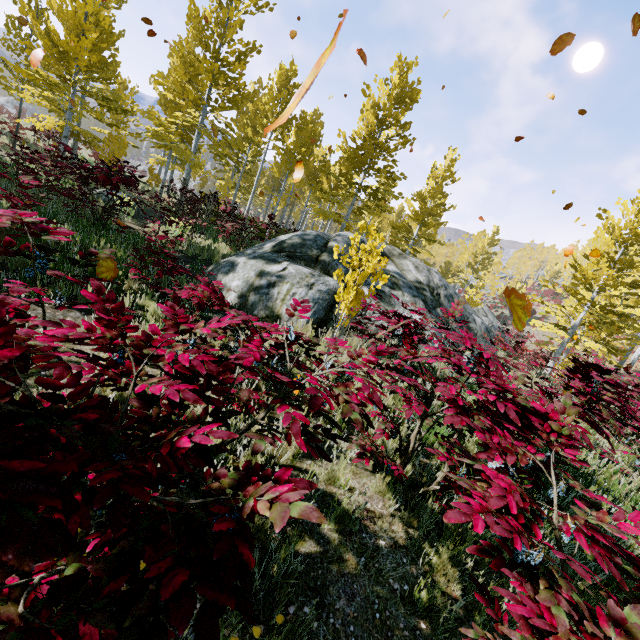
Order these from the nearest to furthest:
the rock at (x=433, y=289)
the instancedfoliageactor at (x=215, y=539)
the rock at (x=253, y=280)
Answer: the instancedfoliageactor at (x=215, y=539) → the rock at (x=253, y=280) → the rock at (x=433, y=289)

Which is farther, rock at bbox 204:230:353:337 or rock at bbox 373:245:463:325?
rock at bbox 373:245:463:325

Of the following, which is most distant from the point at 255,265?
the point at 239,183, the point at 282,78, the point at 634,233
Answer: the point at 239,183

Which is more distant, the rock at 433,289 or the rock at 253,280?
the rock at 433,289

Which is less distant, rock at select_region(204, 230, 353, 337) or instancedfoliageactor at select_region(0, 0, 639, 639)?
instancedfoliageactor at select_region(0, 0, 639, 639)

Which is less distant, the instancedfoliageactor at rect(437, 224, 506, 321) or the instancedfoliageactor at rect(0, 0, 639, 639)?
the instancedfoliageactor at rect(0, 0, 639, 639)

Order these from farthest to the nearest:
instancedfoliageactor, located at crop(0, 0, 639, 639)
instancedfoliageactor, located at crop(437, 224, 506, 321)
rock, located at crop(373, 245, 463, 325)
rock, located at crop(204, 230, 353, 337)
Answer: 1. instancedfoliageactor, located at crop(437, 224, 506, 321)
2. rock, located at crop(373, 245, 463, 325)
3. rock, located at crop(204, 230, 353, 337)
4. instancedfoliageactor, located at crop(0, 0, 639, 639)
